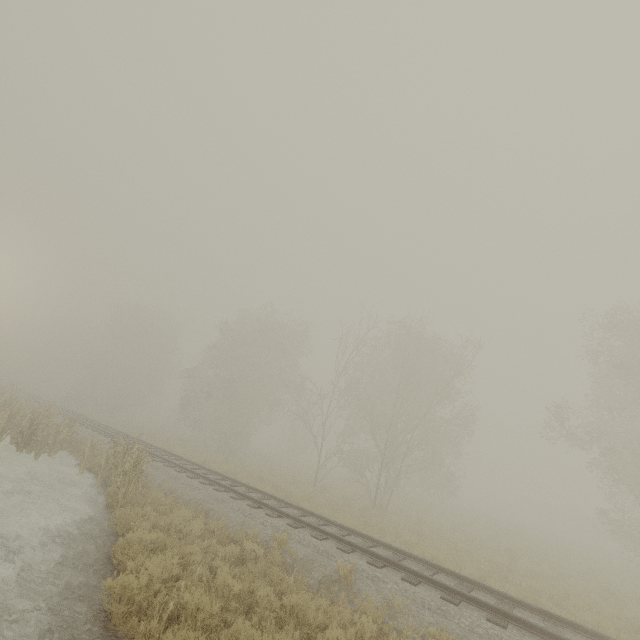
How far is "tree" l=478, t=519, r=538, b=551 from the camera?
19.47m

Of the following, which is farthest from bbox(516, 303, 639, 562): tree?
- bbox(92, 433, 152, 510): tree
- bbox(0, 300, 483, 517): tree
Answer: bbox(92, 433, 152, 510): tree

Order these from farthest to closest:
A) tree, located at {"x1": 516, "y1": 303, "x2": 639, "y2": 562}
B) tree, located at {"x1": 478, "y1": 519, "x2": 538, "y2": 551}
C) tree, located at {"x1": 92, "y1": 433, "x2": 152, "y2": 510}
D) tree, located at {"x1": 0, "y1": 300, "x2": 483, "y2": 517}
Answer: A:
tree, located at {"x1": 0, "y1": 300, "x2": 483, "y2": 517}
tree, located at {"x1": 478, "y1": 519, "x2": 538, "y2": 551}
tree, located at {"x1": 516, "y1": 303, "x2": 639, "y2": 562}
tree, located at {"x1": 92, "y1": 433, "x2": 152, "y2": 510}

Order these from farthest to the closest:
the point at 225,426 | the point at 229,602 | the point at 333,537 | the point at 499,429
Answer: the point at 499,429 → the point at 225,426 → the point at 333,537 → the point at 229,602

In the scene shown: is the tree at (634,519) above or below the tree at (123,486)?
above

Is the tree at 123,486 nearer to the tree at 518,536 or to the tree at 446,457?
the tree at 518,536

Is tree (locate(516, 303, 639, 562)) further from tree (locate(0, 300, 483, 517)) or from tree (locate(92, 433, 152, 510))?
tree (locate(92, 433, 152, 510))

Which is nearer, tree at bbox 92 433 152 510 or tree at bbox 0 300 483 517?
tree at bbox 92 433 152 510
